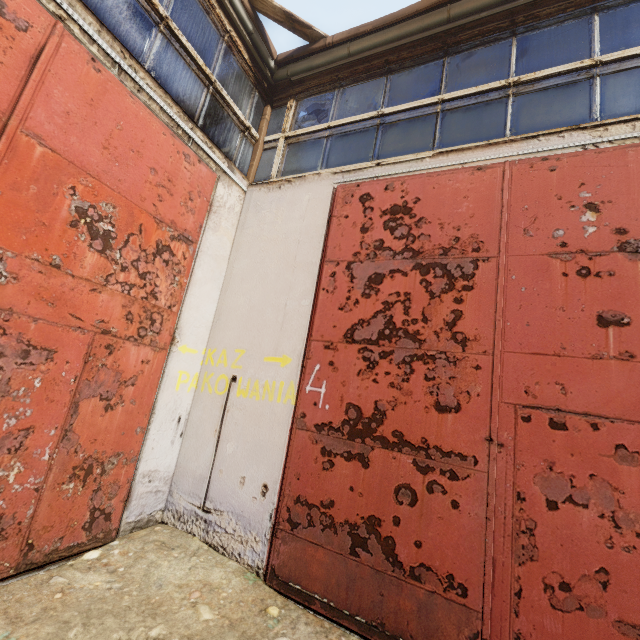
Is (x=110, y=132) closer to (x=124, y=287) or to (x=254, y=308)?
(x=124, y=287)
